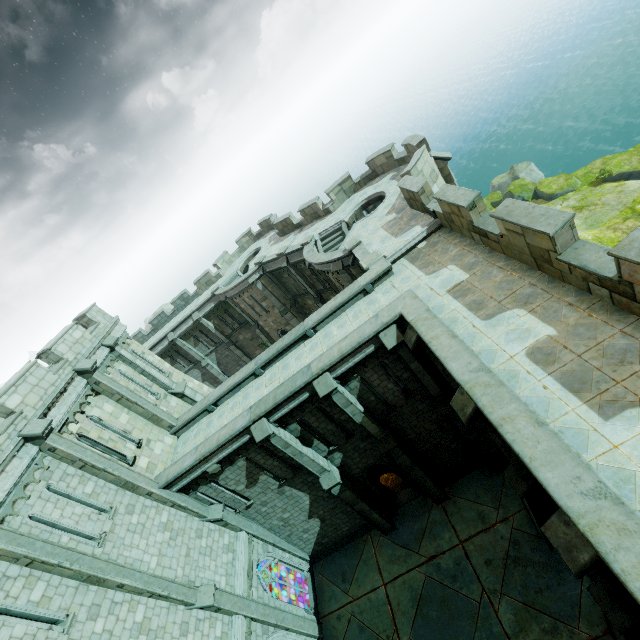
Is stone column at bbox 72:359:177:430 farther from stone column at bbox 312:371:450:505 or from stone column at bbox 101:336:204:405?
stone column at bbox 312:371:450:505

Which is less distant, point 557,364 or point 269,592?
point 557,364

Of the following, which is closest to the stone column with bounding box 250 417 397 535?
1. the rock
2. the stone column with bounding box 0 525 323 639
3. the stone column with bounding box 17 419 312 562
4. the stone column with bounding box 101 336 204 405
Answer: the stone column with bounding box 17 419 312 562

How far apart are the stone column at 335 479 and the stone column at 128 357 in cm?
727

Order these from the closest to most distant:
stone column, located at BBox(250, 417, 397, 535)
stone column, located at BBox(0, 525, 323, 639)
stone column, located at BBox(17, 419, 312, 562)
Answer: stone column, located at BBox(0, 525, 323, 639) < stone column, located at BBox(17, 419, 312, 562) < stone column, located at BBox(250, 417, 397, 535)

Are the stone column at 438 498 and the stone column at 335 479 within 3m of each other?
yes

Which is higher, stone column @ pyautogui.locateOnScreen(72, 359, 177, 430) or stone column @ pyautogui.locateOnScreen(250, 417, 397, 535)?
stone column @ pyautogui.locateOnScreen(72, 359, 177, 430)

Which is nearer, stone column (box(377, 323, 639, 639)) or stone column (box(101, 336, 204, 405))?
stone column (box(377, 323, 639, 639))
